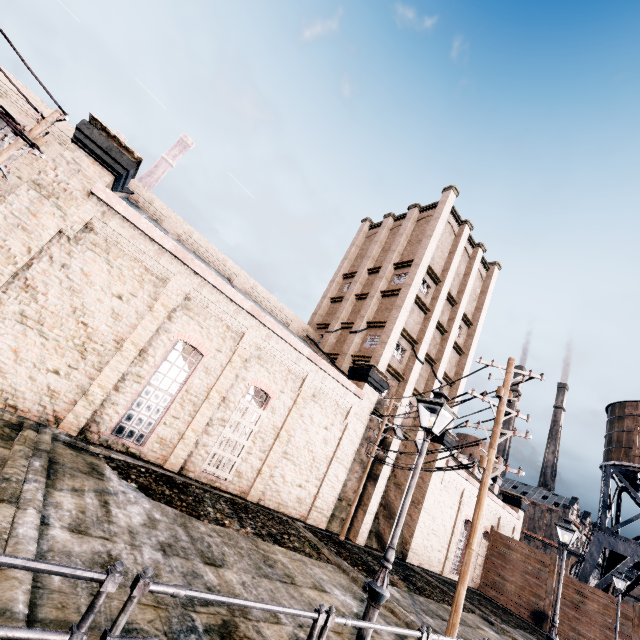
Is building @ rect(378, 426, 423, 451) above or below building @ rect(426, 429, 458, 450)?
below

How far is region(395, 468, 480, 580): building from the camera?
24.5 meters

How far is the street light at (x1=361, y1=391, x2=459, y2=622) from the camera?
6.2m

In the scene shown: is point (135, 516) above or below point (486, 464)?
below

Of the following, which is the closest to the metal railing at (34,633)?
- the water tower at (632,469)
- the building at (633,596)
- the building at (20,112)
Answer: the building at (20,112)

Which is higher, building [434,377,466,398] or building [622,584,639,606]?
building [434,377,466,398]

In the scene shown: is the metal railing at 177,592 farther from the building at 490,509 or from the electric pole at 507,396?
the building at 490,509
